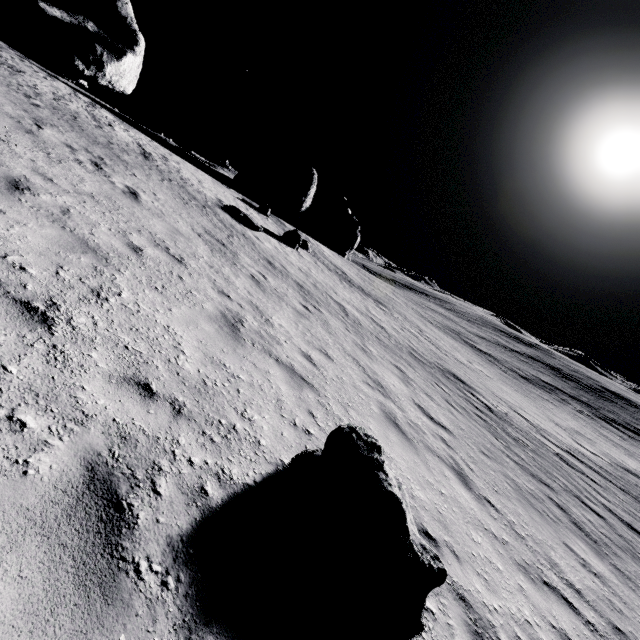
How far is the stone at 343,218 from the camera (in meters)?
35.19

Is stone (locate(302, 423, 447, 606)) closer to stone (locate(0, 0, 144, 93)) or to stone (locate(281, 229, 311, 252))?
stone (locate(0, 0, 144, 93))

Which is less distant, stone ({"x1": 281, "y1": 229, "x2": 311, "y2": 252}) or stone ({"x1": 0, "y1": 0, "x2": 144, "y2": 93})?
stone ({"x1": 0, "y1": 0, "x2": 144, "y2": 93})

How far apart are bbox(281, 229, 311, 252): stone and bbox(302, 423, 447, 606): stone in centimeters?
2001cm

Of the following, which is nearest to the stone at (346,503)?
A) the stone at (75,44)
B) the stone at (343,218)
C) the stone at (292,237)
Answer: the stone at (75,44)

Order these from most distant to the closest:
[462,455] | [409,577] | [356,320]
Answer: [356,320] → [462,455] → [409,577]

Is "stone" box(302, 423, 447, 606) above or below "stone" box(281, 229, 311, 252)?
below

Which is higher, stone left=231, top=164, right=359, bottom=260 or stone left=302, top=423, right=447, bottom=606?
stone left=231, top=164, right=359, bottom=260
